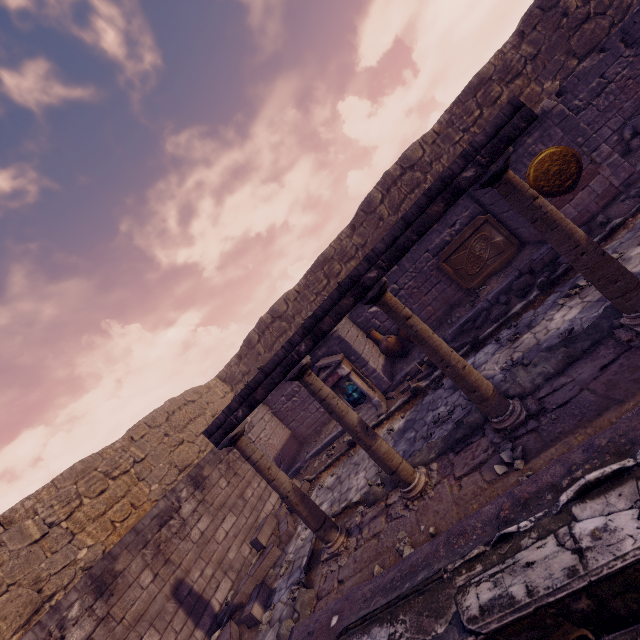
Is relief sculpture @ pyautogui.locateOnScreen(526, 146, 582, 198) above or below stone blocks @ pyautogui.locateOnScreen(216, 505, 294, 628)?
above

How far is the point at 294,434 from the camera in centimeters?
1183cm

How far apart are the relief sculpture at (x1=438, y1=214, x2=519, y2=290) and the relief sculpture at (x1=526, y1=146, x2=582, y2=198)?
1.7m

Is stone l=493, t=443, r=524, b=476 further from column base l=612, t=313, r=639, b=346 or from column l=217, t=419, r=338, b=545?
column l=217, t=419, r=338, b=545

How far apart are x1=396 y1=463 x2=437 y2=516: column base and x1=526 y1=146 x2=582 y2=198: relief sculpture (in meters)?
6.20

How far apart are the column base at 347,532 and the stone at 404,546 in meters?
1.2

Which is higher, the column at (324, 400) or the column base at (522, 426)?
the column at (324, 400)

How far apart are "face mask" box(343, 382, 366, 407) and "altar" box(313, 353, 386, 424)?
0.02m
